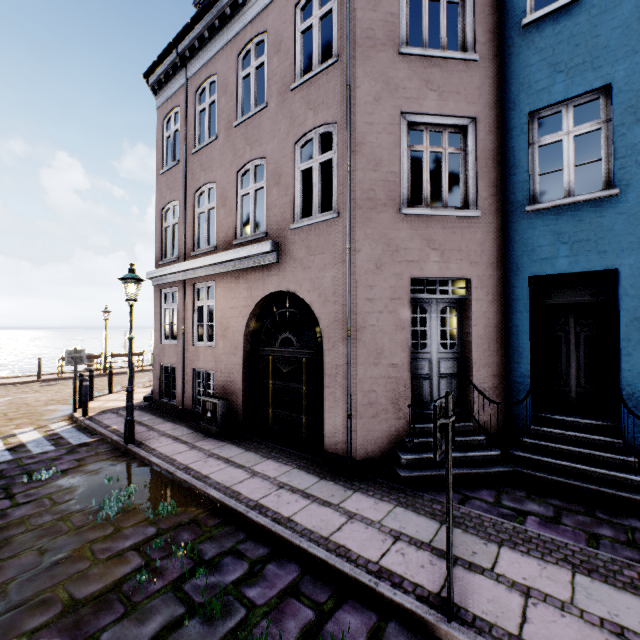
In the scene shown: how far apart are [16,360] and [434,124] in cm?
6807

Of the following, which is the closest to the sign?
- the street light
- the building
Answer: the building

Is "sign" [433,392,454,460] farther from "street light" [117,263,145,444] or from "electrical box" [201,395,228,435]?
"street light" [117,263,145,444]

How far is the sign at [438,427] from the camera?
2.65m

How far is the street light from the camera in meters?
7.0 m

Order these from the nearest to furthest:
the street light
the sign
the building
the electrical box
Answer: the sign
the building
the street light
the electrical box

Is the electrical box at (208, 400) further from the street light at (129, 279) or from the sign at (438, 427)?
the sign at (438, 427)

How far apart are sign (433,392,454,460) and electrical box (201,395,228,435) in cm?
595
